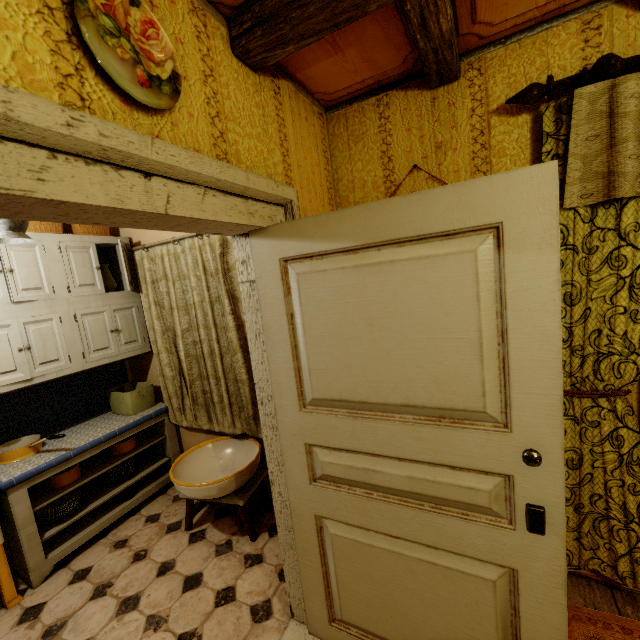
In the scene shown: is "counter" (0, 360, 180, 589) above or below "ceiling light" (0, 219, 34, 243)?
below

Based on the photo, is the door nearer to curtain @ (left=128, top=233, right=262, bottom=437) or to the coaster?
curtain @ (left=128, top=233, right=262, bottom=437)

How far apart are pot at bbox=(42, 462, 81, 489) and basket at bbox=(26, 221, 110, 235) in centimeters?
191cm

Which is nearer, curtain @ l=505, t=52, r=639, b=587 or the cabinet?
curtain @ l=505, t=52, r=639, b=587

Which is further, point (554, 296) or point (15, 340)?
point (15, 340)

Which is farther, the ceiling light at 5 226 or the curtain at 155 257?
the curtain at 155 257

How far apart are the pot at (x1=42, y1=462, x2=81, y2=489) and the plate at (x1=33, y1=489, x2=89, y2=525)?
0.2 meters

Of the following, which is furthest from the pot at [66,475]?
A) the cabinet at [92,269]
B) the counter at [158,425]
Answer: the cabinet at [92,269]
